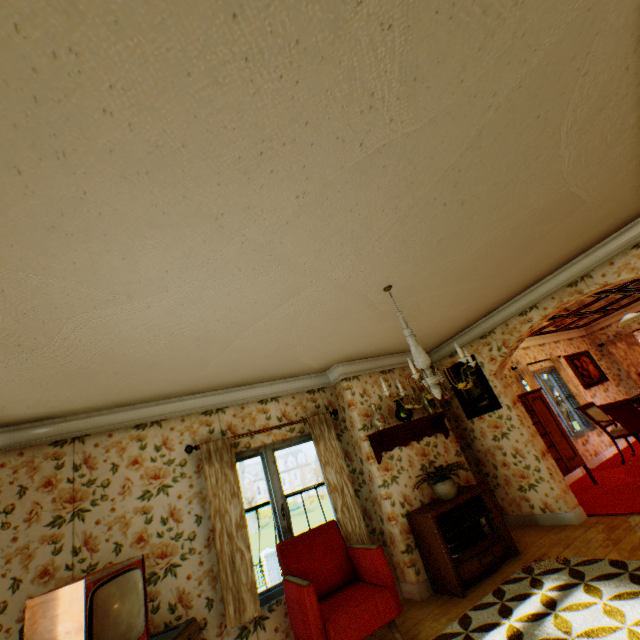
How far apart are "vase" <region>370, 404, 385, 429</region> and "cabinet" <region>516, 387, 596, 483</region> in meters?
2.7 m

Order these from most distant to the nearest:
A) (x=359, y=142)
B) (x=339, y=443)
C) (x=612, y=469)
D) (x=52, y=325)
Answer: (x=612, y=469) < (x=339, y=443) < (x=52, y=325) < (x=359, y=142)

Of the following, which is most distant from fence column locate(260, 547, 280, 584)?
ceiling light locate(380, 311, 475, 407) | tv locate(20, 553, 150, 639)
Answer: ceiling light locate(380, 311, 475, 407)

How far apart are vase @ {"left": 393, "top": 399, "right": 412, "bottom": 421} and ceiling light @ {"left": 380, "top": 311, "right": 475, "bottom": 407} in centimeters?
190cm

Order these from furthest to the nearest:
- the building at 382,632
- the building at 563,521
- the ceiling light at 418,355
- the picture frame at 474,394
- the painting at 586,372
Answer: the painting at 586,372
the picture frame at 474,394
the building at 382,632
the ceiling light at 418,355
the building at 563,521

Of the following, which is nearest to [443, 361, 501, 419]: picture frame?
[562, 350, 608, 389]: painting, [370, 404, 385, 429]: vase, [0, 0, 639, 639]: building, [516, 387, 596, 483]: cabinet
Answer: [0, 0, 639, 639]: building

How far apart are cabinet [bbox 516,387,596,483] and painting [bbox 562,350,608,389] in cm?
302

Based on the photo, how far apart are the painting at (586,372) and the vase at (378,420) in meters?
7.0
